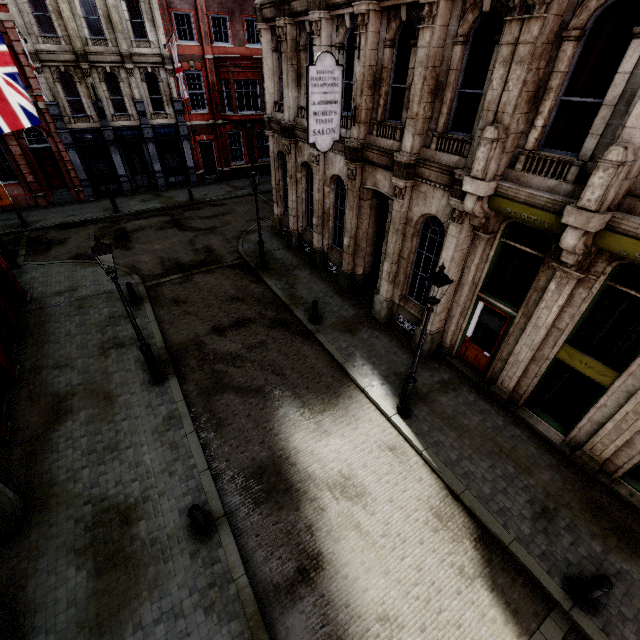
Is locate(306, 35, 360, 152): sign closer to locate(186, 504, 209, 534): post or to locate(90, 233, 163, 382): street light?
locate(90, 233, 163, 382): street light

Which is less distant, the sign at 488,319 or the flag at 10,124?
the flag at 10,124

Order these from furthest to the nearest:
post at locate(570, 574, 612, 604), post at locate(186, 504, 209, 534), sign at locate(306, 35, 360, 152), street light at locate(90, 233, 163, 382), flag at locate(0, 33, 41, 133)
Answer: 1. sign at locate(306, 35, 360, 152)
2. flag at locate(0, 33, 41, 133)
3. street light at locate(90, 233, 163, 382)
4. post at locate(186, 504, 209, 534)
5. post at locate(570, 574, 612, 604)

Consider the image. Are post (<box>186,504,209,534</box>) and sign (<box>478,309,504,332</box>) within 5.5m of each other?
no

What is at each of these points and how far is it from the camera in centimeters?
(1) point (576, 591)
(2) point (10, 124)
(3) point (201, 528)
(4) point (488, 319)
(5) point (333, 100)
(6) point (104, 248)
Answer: (1) post, 618cm
(2) flag, 889cm
(3) post, 684cm
(4) sign, 970cm
(5) sign, 984cm
(6) street light, 745cm

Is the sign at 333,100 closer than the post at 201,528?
No

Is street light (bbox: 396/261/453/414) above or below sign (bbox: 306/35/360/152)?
below

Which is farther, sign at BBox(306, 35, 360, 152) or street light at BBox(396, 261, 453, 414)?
sign at BBox(306, 35, 360, 152)
